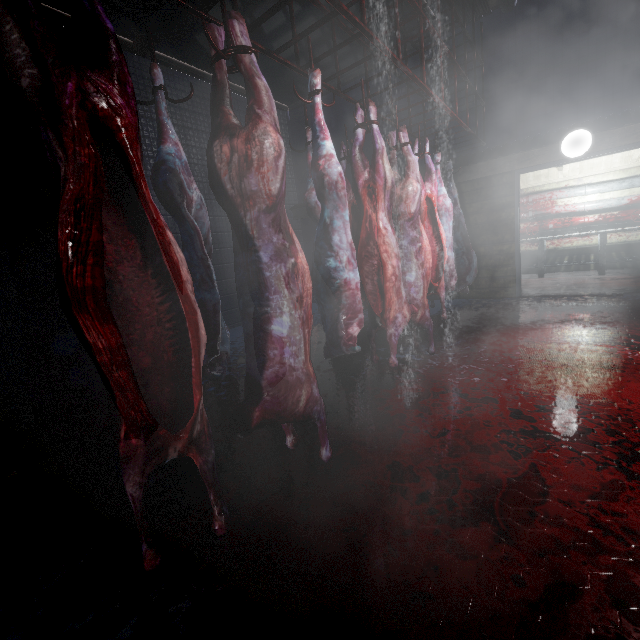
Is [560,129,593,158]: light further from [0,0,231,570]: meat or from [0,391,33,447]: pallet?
[0,391,33,447]: pallet

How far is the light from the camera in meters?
4.0 m

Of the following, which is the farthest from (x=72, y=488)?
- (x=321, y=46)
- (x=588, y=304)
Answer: (x=321, y=46)

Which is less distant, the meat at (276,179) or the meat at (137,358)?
the meat at (137,358)

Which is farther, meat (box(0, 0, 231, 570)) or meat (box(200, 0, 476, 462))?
meat (box(200, 0, 476, 462))

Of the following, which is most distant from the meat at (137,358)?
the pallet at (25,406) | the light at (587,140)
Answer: the light at (587,140)

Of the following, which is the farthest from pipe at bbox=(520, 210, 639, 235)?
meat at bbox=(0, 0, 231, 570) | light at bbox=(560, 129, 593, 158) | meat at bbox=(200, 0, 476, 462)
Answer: meat at bbox=(0, 0, 231, 570)

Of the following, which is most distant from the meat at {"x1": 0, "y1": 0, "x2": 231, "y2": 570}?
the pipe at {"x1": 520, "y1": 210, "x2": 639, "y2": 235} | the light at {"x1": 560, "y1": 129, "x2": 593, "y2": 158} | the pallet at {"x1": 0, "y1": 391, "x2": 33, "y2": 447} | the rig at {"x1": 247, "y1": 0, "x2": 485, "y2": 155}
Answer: the pipe at {"x1": 520, "y1": 210, "x2": 639, "y2": 235}
